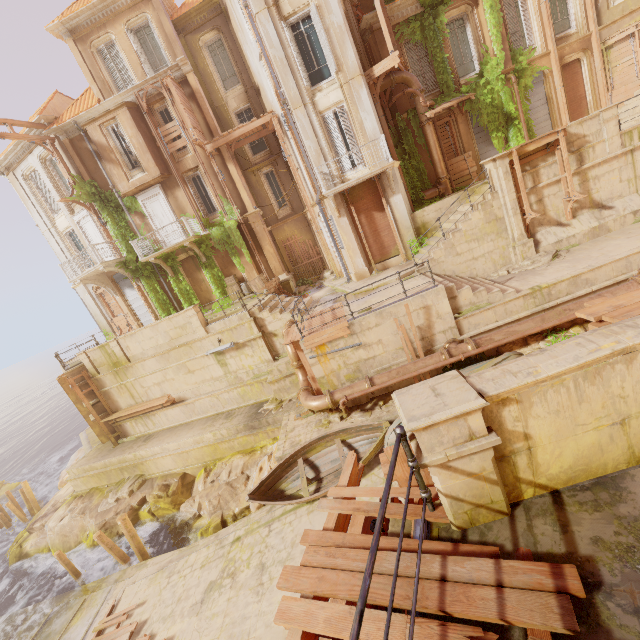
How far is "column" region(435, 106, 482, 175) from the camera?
16.7m

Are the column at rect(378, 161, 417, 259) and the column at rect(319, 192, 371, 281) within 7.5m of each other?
yes

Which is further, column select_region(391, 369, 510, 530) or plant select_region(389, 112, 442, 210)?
plant select_region(389, 112, 442, 210)

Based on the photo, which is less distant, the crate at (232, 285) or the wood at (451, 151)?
the wood at (451, 151)

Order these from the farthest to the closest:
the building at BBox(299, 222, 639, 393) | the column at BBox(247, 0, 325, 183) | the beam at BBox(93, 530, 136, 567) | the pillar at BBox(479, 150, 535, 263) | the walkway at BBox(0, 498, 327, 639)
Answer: the column at BBox(247, 0, 325, 183)
the beam at BBox(93, 530, 136, 567)
the pillar at BBox(479, 150, 535, 263)
the building at BBox(299, 222, 639, 393)
the walkway at BBox(0, 498, 327, 639)

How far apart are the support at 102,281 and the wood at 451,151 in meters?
21.5

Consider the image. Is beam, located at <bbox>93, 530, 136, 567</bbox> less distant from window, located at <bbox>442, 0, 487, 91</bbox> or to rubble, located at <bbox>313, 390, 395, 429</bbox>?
rubble, located at <bbox>313, 390, 395, 429</bbox>

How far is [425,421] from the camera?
2.4 meters
